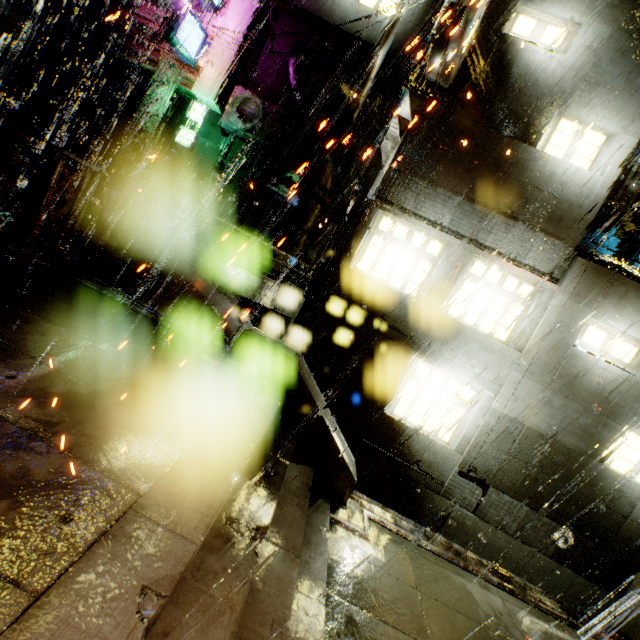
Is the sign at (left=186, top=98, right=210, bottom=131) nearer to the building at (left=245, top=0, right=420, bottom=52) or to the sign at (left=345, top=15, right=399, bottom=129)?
the building at (left=245, top=0, right=420, bottom=52)

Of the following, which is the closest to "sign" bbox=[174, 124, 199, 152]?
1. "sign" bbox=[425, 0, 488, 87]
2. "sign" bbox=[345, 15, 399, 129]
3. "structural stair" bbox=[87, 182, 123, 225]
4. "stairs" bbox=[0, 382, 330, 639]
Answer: "structural stair" bbox=[87, 182, 123, 225]

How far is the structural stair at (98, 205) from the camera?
9.4m

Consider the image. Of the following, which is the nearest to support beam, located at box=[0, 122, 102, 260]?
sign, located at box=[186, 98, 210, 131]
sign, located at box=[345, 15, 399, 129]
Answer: sign, located at box=[186, 98, 210, 131]

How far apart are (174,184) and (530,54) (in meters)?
18.06

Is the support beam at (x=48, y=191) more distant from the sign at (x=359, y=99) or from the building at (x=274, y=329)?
the sign at (x=359, y=99)

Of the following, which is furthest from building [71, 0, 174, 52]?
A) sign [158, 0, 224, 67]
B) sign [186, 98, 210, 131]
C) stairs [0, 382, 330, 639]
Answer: stairs [0, 382, 330, 639]

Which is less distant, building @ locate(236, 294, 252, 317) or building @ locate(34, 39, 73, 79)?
building @ locate(34, 39, 73, 79)
